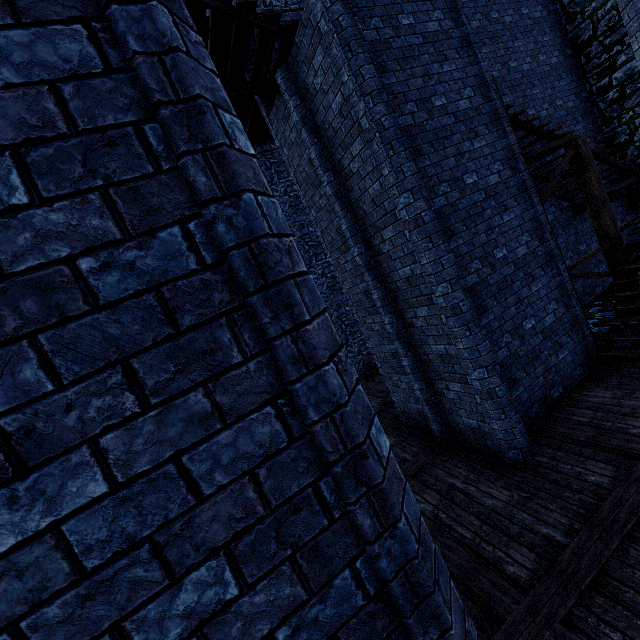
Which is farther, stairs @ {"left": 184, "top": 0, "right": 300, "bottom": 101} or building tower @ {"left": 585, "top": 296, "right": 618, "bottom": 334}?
building tower @ {"left": 585, "top": 296, "right": 618, "bottom": 334}

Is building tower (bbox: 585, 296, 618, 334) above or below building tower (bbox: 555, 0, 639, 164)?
below

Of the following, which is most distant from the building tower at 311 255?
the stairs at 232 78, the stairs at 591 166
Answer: the stairs at 232 78

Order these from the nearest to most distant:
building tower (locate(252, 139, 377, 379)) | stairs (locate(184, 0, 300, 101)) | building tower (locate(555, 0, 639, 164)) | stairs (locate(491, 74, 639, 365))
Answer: stairs (locate(184, 0, 300, 101)) → stairs (locate(491, 74, 639, 365)) → building tower (locate(555, 0, 639, 164)) → building tower (locate(252, 139, 377, 379))

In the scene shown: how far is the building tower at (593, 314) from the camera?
8.3 meters

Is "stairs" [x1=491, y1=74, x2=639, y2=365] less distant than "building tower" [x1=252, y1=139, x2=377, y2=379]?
Yes

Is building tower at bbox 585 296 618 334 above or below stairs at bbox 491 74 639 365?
below

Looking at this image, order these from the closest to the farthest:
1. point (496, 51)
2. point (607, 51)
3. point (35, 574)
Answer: point (35, 574) < point (496, 51) < point (607, 51)
